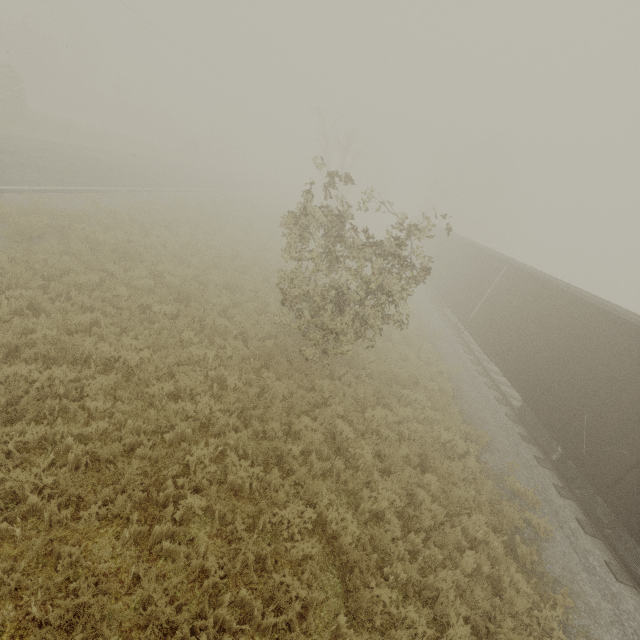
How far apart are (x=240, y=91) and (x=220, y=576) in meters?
68.0 m
